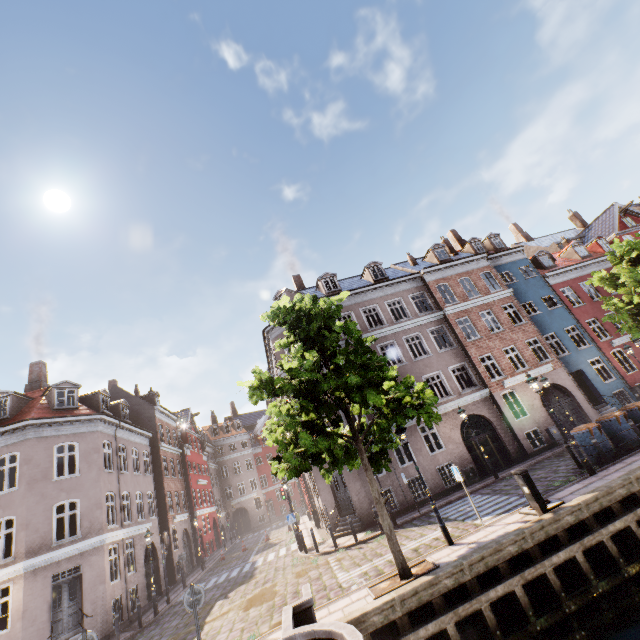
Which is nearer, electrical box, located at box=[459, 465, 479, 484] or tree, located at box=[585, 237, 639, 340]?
tree, located at box=[585, 237, 639, 340]

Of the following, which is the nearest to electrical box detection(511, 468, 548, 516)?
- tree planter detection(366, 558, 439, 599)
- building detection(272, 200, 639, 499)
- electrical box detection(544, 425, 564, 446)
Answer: tree planter detection(366, 558, 439, 599)

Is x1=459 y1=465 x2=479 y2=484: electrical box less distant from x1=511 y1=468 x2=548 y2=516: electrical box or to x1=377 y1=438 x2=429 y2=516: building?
x1=377 y1=438 x2=429 y2=516: building

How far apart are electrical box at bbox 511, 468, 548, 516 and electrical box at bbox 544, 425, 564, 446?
11.98m

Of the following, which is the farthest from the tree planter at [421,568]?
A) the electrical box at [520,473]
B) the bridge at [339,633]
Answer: the electrical box at [520,473]

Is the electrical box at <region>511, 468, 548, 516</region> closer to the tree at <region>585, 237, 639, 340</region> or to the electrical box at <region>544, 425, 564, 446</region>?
A: the tree at <region>585, 237, 639, 340</region>

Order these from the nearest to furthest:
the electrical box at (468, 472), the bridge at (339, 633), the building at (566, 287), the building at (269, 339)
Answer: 1. the bridge at (339, 633)
2. the electrical box at (468, 472)
3. the building at (566, 287)
4. the building at (269, 339)

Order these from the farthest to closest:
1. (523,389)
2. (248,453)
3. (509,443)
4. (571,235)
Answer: (248,453) → (571,235) → (523,389) → (509,443)
